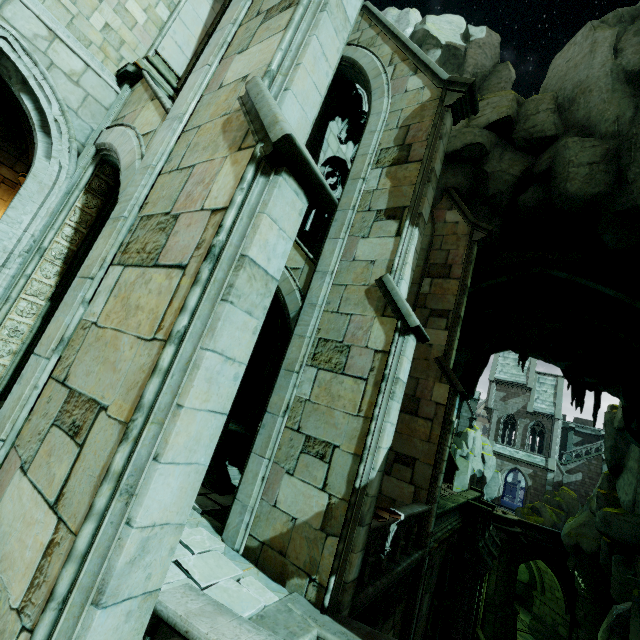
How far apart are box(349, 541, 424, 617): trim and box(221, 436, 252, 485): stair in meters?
3.8 m

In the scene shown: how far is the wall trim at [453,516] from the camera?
12.0 meters

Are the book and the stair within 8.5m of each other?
yes

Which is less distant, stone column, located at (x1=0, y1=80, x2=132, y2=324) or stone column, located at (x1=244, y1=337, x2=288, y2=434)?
stone column, located at (x1=0, y1=80, x2=132, y2=324)

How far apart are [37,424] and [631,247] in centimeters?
1598cm

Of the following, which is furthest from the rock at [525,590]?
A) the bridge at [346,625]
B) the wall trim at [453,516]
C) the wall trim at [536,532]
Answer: the bridge at [346,625]

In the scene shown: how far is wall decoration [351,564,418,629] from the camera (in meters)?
6.23

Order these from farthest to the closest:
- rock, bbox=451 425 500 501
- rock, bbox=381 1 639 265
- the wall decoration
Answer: rock, bbox=451 425 500 501 < rock, bbox=381 1 639 265 < the wall decoration
